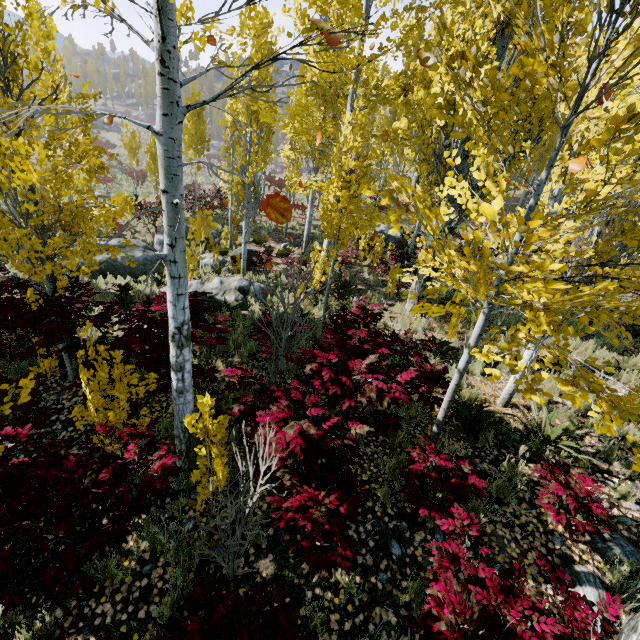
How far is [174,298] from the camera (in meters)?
2.99

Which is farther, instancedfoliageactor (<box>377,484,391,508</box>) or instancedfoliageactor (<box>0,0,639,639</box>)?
instancedfoliageactor (<box>377,484,391,508</box>)

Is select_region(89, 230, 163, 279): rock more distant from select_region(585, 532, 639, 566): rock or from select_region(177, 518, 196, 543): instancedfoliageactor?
select_region(585, 532, 639, 566): rock

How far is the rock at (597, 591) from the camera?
3.4 meters

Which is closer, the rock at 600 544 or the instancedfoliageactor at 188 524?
the instancedfoliageactor at 188 524

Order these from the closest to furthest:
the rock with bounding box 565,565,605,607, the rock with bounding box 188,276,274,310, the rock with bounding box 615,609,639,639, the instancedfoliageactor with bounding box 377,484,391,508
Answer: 1. the rock with bounding box 615,609,639,639
2. the rock with bounding box 565,565,605,607
3. the instancedfoliageactor with bounding box 377,484,391,508
4. the rock with bounding box 188,276,274,310

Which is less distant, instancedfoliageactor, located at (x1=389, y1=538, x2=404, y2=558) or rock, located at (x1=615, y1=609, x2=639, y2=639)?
rock, located at (x1=615, y1=609, x2=639, y2=639)
